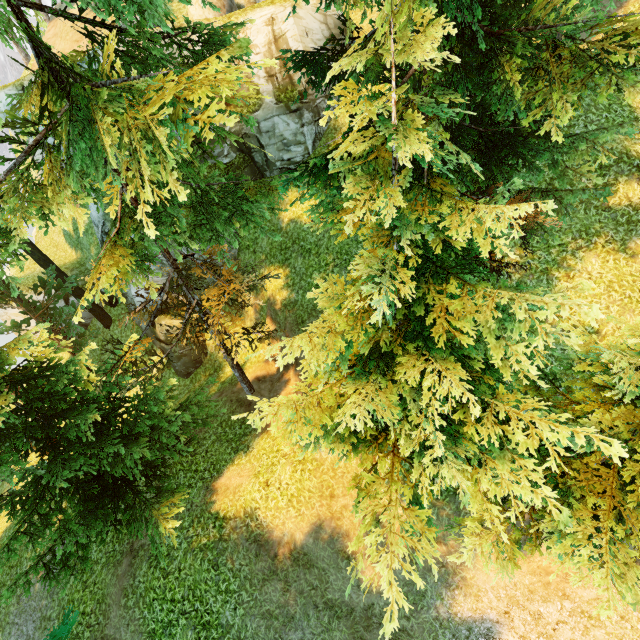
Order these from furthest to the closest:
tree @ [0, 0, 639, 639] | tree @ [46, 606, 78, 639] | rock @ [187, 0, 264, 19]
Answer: rock @ [187, 0, 264, 19]
tree @ [46, 606, 78, 639]
tree @ [0, 0, 639, 639]

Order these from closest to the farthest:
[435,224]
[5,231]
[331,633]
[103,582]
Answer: [435,224], [5,231], [331,633], [103,582]

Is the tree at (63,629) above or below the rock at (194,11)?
below

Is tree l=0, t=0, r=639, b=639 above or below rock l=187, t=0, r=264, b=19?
below

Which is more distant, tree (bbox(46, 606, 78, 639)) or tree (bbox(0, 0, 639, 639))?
tree (bbox(46, 606, 78, 639))

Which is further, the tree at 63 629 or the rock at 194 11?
the rock at 194 11

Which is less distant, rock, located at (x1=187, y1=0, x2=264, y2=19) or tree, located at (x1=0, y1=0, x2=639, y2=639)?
tree, located at (x1=0, y1=0, x2=639, y2=639)
